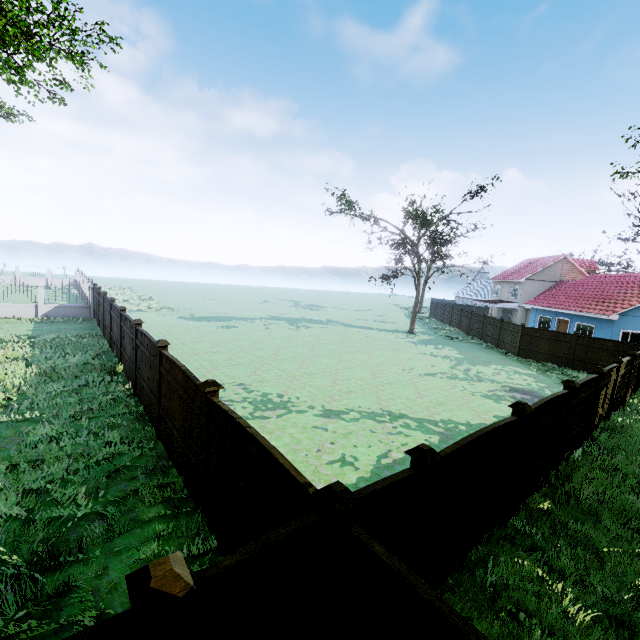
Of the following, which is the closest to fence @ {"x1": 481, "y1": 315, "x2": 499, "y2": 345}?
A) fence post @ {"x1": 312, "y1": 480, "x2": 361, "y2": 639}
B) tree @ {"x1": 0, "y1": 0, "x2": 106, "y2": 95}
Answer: fence post @ {"x1": 312, "y1": 480, "x2": 361, "y2": 639}

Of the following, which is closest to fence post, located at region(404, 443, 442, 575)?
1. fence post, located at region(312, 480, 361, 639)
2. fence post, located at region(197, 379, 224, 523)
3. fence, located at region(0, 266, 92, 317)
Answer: fence, located at region(0, 266, 92, 317)

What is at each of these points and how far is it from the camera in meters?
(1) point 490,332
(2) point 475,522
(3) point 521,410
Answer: (1) fence, 27.7 m
(2) fence, 5.2 m
(3) fence post, 5.6 m

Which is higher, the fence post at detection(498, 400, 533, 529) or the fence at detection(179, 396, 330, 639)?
the fence post at detection(498, 400, 533, 529)

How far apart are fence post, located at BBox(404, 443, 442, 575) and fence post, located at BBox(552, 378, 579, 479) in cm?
582

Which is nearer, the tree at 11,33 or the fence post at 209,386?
the fence post at 209,386

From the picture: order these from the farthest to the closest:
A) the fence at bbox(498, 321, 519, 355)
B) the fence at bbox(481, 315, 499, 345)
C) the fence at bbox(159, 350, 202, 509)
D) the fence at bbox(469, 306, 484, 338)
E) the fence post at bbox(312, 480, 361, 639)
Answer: the fence at bbox(469, 306, 484, 338), the fence at bbox(481, 315, 499, 345), the fence at bbox(498, 321, 519, 355), the fence at bbox(159, 350, 202, 509), the fence post at bbox(312, 480, 361, 639)

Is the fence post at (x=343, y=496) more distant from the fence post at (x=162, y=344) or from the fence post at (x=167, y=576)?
the fence post at (x=162, y=344)
